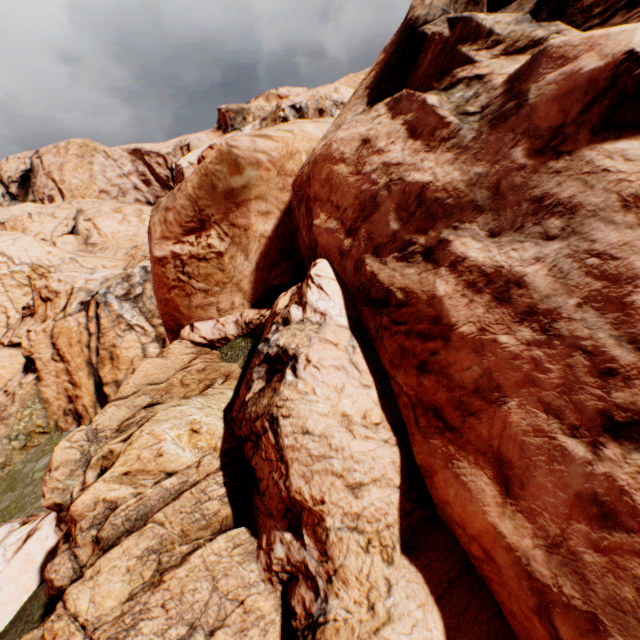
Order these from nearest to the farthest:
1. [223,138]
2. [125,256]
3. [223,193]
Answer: [223,193] < [125,256] < [223,138]
